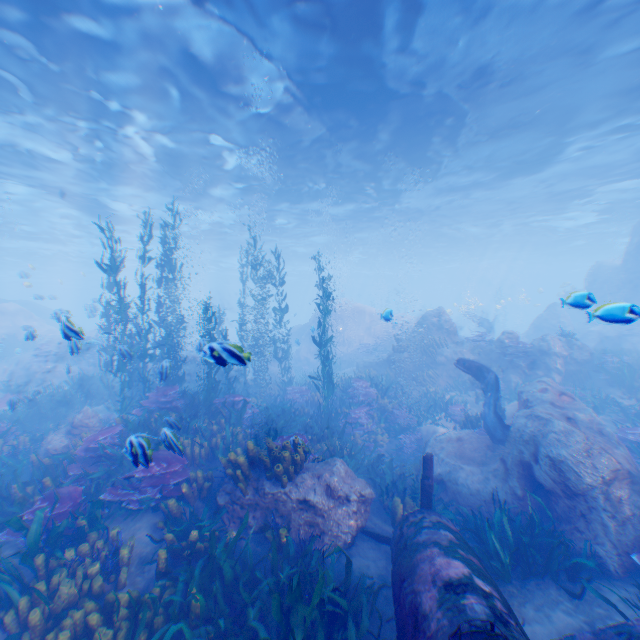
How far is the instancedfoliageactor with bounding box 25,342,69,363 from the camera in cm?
2073

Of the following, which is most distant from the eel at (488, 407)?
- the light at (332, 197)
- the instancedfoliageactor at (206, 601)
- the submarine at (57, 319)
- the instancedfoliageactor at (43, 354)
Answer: the instancedfoliageactor at (43, 354)

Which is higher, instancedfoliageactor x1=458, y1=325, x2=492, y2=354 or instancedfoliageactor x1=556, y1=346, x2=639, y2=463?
instancedfoliageactor x1=458, y1=325, x2=492, y2=354

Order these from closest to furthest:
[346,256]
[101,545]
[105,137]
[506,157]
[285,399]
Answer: [101,545] < [285,399] < [105,137] < [506,157] < [346,256]

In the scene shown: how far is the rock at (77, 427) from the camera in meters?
9.4

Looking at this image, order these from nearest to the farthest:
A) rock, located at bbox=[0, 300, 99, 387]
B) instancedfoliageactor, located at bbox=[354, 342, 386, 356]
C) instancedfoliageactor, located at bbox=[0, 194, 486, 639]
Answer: instancedfoliageactor, located at bbox=[0, 194, 486, 639] → rock, located at bbox=[0, 300, 99, 387] → instancedfoliageactor, located at bbox=[354, 342, 386, 356]

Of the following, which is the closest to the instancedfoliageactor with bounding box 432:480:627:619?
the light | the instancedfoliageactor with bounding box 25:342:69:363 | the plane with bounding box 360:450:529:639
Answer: the plane with bounding box 360:450:529:639
